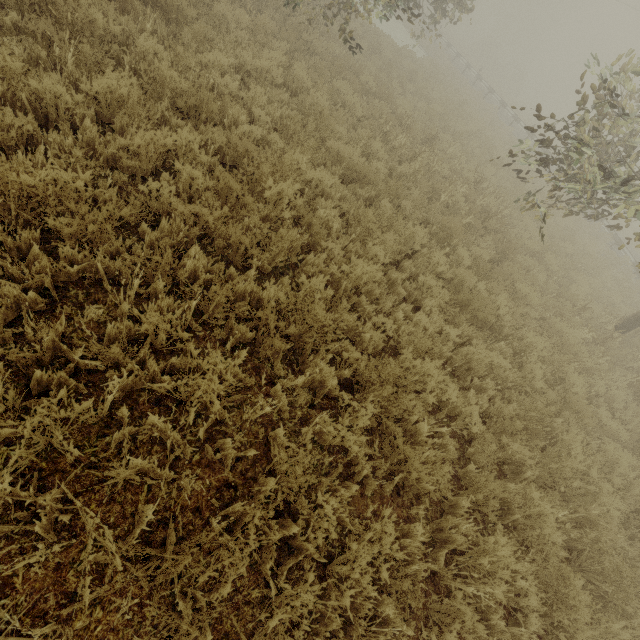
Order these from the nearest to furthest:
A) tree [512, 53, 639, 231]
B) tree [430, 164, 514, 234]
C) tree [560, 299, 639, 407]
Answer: tree [512, 53, 639, 231], tree [560, 299, 639, 407], tree [430, 164, 514, 234]

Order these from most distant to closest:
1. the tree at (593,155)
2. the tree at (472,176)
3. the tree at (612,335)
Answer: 1. the tree at (472,176)
2. the tree at (612,335)
3. the tree at (593,155)

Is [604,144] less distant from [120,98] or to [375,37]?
[120,98]

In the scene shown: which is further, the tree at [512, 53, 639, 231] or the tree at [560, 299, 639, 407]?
the tree at [560, 299, 639, 407]

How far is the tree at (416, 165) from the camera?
7.7m

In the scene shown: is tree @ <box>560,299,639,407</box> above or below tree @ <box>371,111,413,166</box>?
below

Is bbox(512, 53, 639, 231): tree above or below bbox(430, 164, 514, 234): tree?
above
